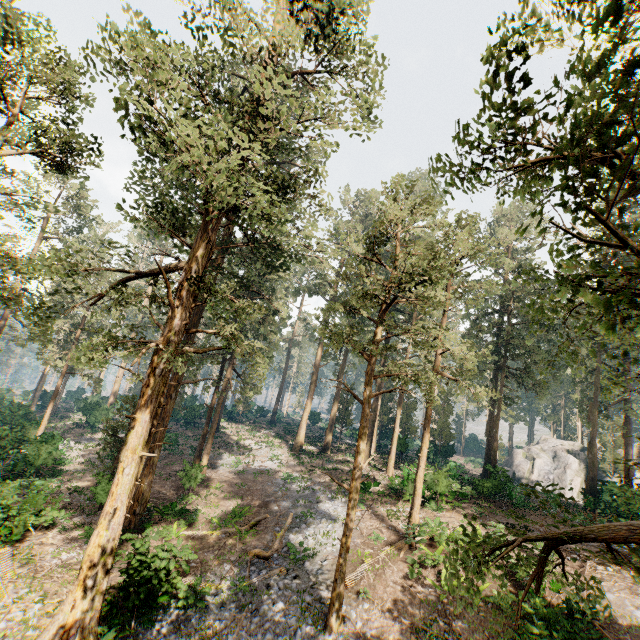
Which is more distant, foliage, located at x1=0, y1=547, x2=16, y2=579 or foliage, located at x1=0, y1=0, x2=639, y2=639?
foliage, located at x1=0, y1=547, x2=16, y2=579

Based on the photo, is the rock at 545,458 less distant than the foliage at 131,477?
No

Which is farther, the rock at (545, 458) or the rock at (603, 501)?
the rock at (545, 458)

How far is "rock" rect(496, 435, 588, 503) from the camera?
38.03m

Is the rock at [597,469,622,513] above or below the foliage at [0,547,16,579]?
above

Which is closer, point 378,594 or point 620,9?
point 620,9

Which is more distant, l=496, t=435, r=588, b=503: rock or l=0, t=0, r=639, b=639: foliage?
l=496, t=435, r=588, b=503: rock
